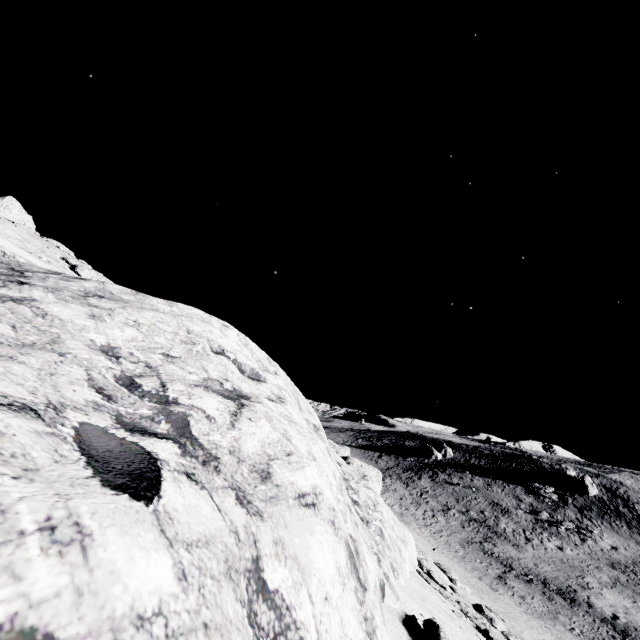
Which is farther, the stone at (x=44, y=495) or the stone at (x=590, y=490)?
the stone at (x=590, y=490)

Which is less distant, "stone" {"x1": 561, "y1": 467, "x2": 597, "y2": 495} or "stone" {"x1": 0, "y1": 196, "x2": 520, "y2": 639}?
"stone" {"x1": 0, "y1": 196, "x2": 520, "y2": 639}

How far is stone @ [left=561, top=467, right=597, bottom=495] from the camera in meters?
48.9 m

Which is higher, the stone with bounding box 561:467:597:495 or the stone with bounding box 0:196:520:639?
the stone with bounding box 0:196:520:639

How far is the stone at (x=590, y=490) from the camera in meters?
48.9

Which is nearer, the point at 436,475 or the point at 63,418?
the point at 63,418
